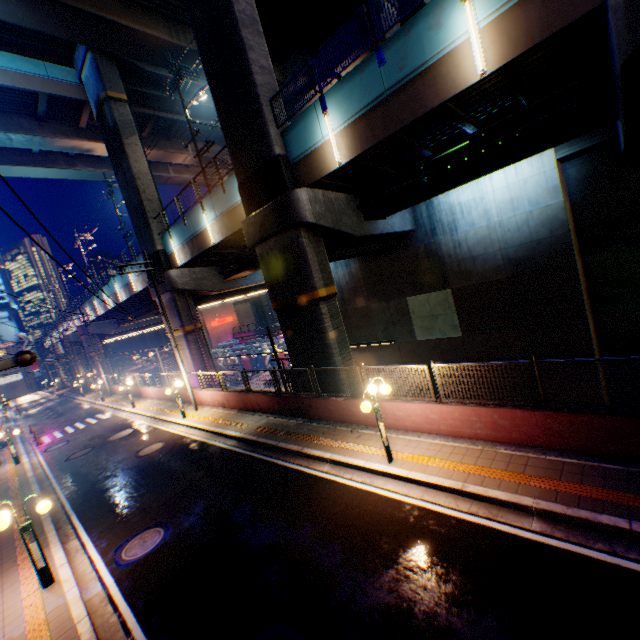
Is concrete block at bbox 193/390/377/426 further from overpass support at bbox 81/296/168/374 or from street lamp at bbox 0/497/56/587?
street lamp at bbox 0/497/56/587

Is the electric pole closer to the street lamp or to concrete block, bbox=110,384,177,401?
the street lamp

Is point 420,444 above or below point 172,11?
below

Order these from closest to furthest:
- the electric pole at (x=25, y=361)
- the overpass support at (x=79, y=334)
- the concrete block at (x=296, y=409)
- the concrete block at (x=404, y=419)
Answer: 1. the electric pole at (x=25, y=361)
2. the concrete block at (x=404, y=419)
3. the concrete block at (x=296, y=409)
4. the overpass support at (x=79, y=334)

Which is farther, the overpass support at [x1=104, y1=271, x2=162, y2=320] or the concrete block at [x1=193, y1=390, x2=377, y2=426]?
the overpass support at [x1=104, y1=271, x2=162, y2=320]

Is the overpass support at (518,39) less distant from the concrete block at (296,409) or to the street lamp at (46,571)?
the concrete block at (296,409)

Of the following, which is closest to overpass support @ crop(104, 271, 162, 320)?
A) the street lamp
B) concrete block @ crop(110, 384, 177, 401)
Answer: concrete block @ crop(110, 384, 177, 401)

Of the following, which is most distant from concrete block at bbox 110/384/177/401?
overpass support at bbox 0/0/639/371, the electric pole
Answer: the electric pole
